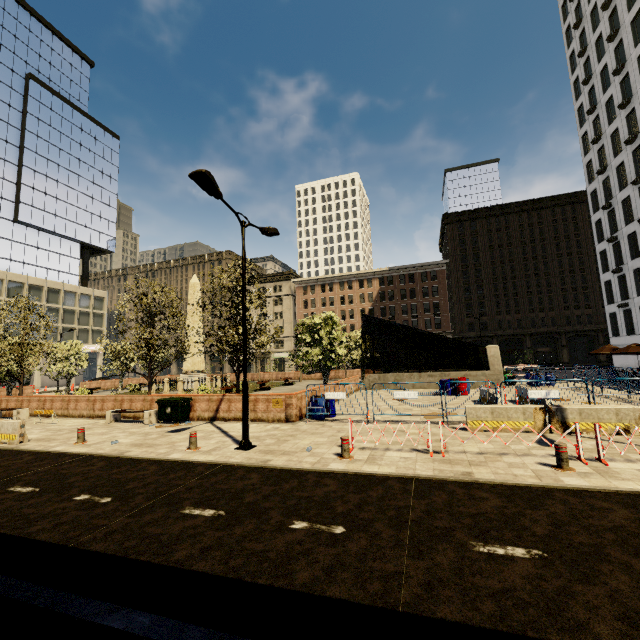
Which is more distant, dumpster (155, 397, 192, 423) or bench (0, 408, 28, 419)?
bench (0, 408, 28, 419)

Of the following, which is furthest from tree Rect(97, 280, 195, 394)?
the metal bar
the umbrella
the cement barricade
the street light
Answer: the umbrella

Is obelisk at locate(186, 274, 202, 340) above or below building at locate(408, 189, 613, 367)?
above

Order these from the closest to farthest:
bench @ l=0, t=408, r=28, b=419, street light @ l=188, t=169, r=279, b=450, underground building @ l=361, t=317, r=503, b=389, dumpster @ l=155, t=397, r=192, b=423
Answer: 1. street light @ l=188, t=169, r=279, b=450
2. dumpster @ l=155, t=397, r=192, b=423
3. bench @ l=0, t=408, r=28, b=419
4. underground building @ l=361, t=317, r=503, b=389

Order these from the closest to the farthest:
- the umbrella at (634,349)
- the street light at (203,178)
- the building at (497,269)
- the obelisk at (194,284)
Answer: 1. the street light at (203,178)
2. the umbrella at (634,349)
3. the obelisk at (194,284)
4. the building at (497,269)

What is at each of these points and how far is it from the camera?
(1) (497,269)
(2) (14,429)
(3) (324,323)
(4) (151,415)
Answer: (1) building, 56.7 meters
(2) cement barricade, 12.0 meters
(3) tree, 21.4 meters
(4) bench, 15.2 meters

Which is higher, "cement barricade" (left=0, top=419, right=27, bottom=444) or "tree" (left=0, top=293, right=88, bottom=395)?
"tree" (left=0, top=293, right=88, bottom=395)

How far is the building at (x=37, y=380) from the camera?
48.12m
